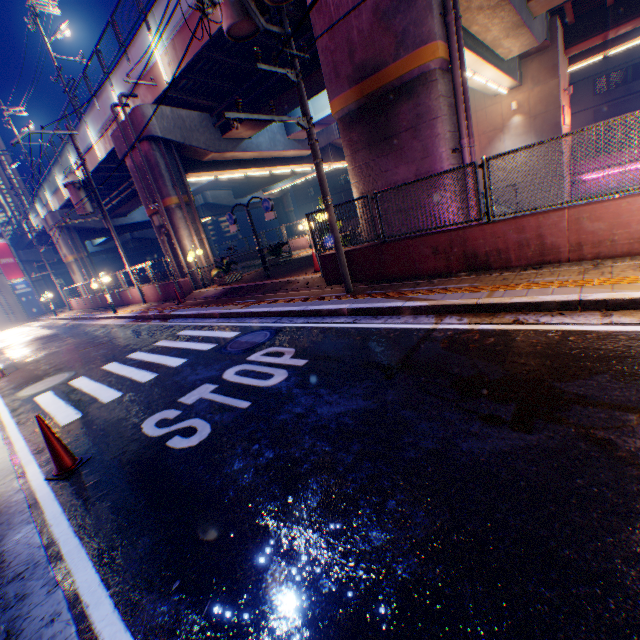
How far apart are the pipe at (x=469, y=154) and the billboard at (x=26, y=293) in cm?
4816

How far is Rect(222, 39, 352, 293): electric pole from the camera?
6.3m

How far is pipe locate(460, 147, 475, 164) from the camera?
8.18m

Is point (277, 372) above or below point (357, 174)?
below

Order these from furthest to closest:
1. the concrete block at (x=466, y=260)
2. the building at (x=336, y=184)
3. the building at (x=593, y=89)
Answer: the building at (x=336, y=184), the building at (x=593, y=89), the concrete block at (x=466, y=260)

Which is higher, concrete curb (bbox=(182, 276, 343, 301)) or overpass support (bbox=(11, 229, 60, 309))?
overpass support (bbox=(11, 229, 60, 309))

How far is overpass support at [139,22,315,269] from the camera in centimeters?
1382cm

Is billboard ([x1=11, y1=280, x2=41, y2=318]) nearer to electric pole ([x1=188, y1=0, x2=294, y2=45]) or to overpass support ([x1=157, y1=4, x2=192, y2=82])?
overpass support ([x1=157, y1=4, x2=192, y2=82])
